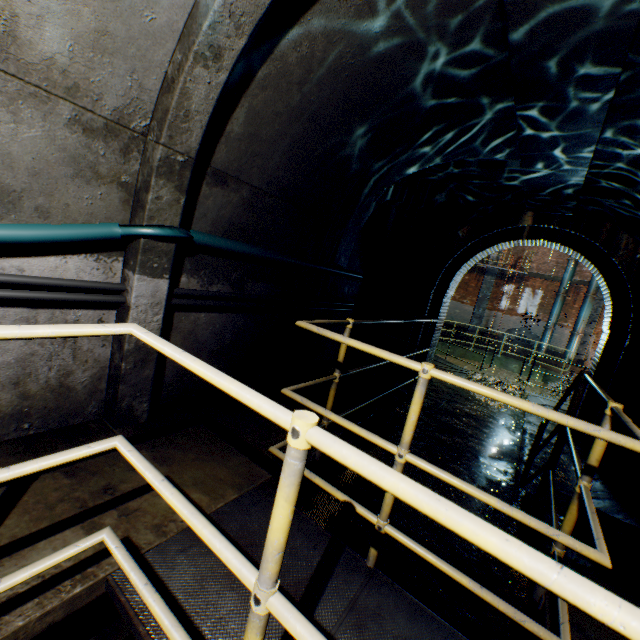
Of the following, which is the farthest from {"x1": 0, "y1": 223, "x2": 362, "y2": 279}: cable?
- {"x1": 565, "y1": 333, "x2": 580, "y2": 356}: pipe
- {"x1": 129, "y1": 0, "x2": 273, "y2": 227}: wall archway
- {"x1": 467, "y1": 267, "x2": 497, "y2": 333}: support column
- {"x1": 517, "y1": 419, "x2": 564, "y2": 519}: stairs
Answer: {"x1": 565, "y1": 333, "x2": 580, "y2": 356}: pipe

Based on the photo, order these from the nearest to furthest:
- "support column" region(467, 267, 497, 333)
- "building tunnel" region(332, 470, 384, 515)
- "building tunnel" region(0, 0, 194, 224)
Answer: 1. "building tunnel" region(0, 0, 194, 224)
2. "building tunnel" region(332, 470, 384, 515)
3. "support column" region(467, 267, 497, 333)

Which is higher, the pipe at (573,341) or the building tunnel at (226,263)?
the building tunnel at (226,263)

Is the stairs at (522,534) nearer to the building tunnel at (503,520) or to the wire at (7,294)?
the building tunnel at (503,520)

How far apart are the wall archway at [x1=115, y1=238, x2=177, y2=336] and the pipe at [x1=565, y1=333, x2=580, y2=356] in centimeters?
→ 2079cm

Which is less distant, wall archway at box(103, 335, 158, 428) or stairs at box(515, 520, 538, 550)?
wall archway at box(103, 335, 158, 428)

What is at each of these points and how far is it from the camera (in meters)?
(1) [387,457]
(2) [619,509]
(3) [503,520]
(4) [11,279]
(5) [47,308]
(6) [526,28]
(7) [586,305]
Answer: (1) building tunnel, 4.82
(2) building tunnel, 4.24
(3) building tunnel, 4.12
(4) wire, 1.92
(5) building tunnel, 2.18
(6) building tunnel, 2.47
(7) pipe, 17.25

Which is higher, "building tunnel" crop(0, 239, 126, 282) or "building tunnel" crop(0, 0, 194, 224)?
"building tunnel" crop(0, 0, 194, 224)
